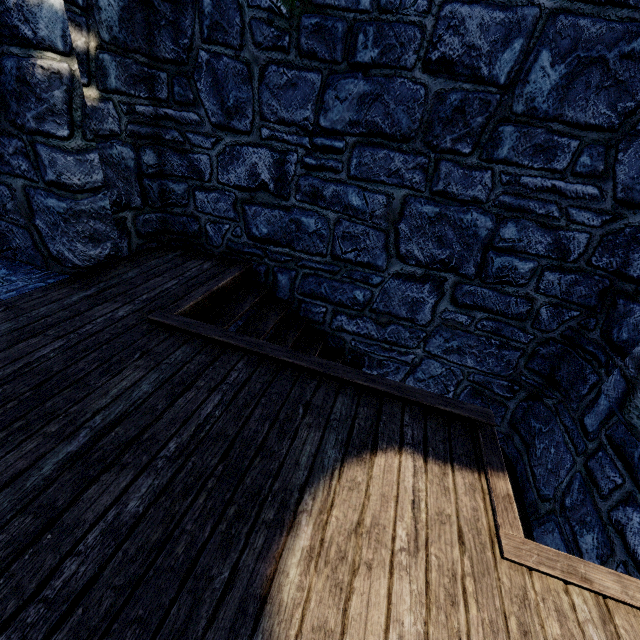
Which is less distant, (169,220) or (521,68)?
(521,68)
